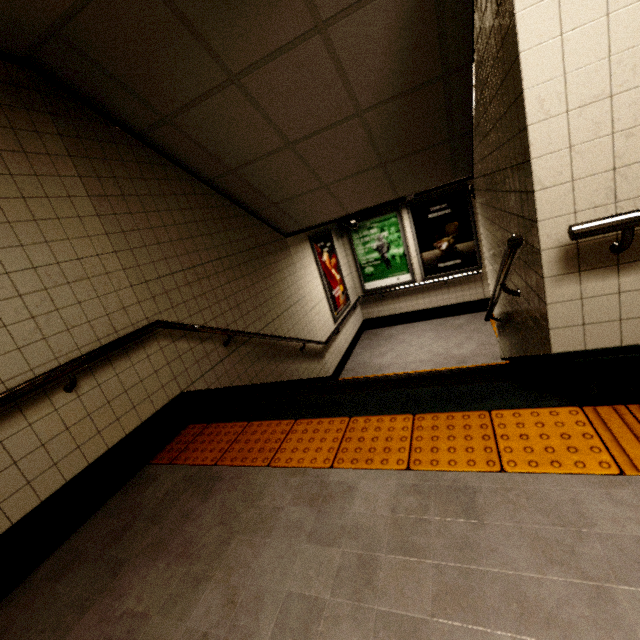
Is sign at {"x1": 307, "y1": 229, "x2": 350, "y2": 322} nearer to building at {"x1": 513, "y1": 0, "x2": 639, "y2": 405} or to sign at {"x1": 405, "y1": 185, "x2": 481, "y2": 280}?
sign at {"x1": 405, "y1": 185, "x2": 481, "y2": 280}

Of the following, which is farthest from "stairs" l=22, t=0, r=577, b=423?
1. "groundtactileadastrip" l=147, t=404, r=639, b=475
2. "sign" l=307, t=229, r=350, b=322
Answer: "sign" l=307, t=229, r=350, b=322

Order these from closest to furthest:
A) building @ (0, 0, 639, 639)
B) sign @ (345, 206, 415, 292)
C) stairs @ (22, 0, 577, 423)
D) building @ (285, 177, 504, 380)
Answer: building @ (0, 0, 639, 639) → stairs @ (22, 0, 577, 423) → building @ (285, 177, 504, 380) → sign @ (345, 206, 415, 292)

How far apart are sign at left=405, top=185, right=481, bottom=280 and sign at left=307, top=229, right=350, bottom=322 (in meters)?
1.74

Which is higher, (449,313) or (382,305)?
(382,305)

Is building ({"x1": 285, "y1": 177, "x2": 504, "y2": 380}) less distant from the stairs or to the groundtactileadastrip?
the stairs

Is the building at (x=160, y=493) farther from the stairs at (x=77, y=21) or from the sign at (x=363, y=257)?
the sign at (x=363, y=257)

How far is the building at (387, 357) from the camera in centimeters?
584cm
